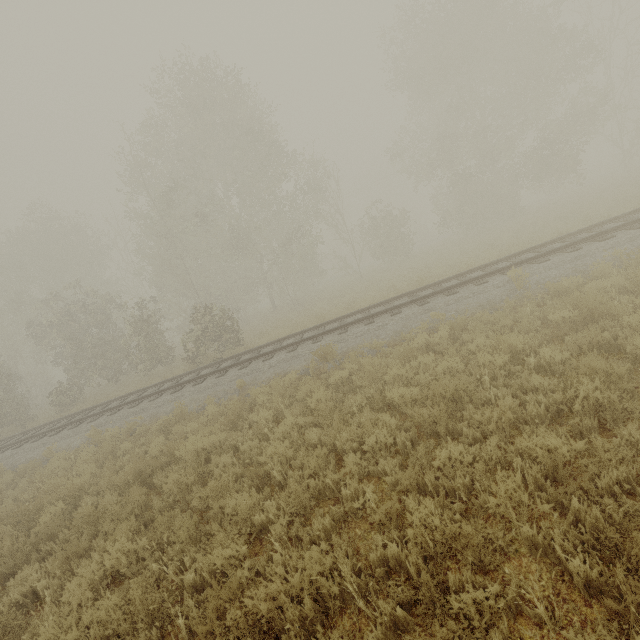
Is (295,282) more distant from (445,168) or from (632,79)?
(632,79)
